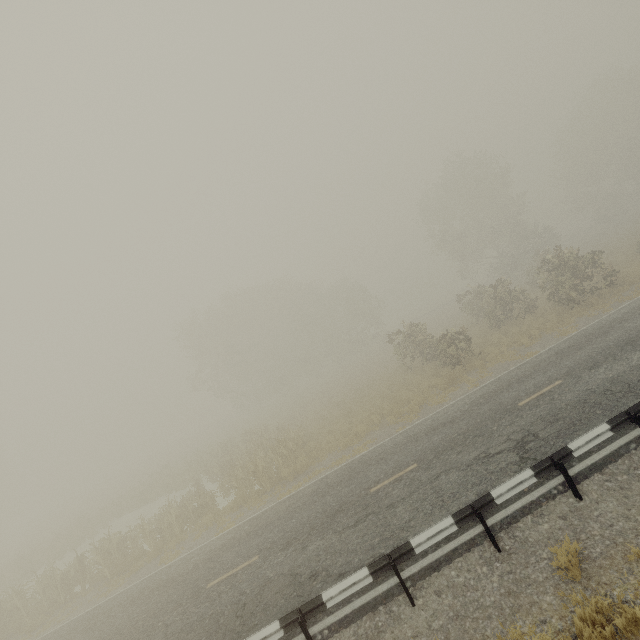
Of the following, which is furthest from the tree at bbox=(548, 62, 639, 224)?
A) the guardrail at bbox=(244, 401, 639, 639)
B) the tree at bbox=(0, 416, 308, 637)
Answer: the guardrail at bbox=(244, 401, 639, 639)

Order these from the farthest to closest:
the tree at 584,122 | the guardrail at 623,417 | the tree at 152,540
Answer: the tree at 584,122, the tree at 152,540, the guardrail at 623,417

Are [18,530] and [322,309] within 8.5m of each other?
no

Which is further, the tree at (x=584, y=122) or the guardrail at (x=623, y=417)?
the tree at (x=584, y=122)

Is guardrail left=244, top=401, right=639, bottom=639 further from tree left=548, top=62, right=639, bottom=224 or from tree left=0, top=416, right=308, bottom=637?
tree left=548, top=62, right=639, bottom=224

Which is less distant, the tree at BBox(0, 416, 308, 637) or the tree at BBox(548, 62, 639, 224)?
the tree at BBox(0, 416, 308, 637)
